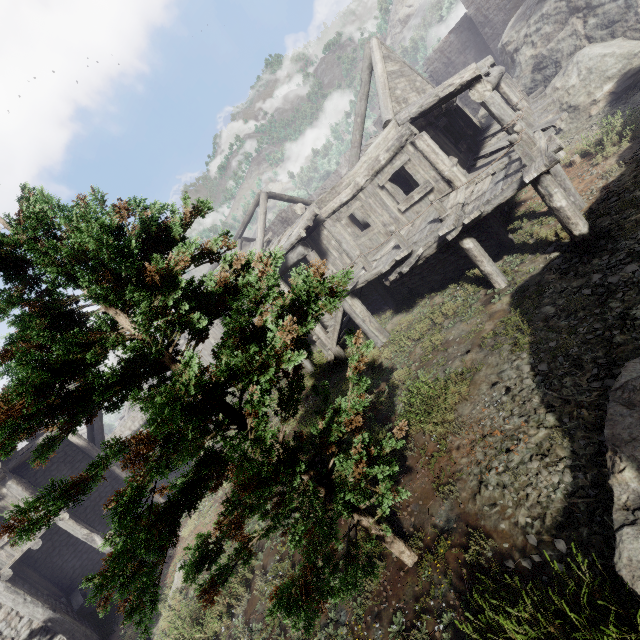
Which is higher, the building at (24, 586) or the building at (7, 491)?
the building at (7, 491)

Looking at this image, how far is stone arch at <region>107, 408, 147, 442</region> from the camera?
29.8m

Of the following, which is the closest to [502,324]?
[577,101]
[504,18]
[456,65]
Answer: [577,101]

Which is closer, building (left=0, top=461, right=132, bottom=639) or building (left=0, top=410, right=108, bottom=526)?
building (left=0, top=461, right=132, bottom=639)

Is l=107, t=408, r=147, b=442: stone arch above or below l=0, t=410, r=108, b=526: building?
below

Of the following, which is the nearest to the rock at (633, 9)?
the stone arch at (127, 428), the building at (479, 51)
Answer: the building at (479, 51)

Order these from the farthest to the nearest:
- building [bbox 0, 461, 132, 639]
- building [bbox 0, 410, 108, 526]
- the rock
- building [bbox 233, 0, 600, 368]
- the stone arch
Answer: the stone arch
the rock
building [bbox 0, 410, 108, 526]
building [bbox 0, 461, 132, 639]
building [bbox 233, 0, 600, 368]

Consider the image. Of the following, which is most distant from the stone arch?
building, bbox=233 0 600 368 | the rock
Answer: the rock
